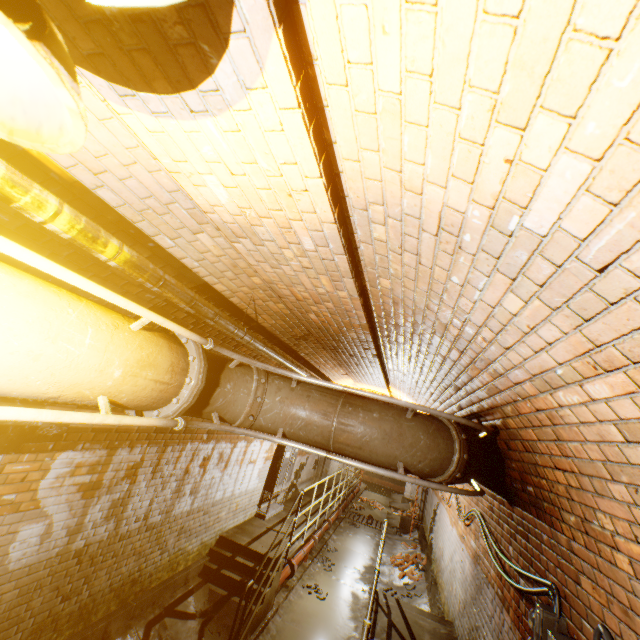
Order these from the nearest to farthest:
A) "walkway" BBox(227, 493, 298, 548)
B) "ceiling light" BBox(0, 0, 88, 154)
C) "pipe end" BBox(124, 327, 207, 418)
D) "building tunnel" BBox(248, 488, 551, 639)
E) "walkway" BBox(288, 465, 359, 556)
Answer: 1. "ceiling light" BBox(0, 0, 88, 154)
2. "pipe end" BBox(124, 327, 207, 418)
3. "building tunnel" BBox(248, 488, 551, 639)
4. "walkway" BBox(227, 493, 298, 548)
5. "walkway" BBox(288, 465, 359, 556)

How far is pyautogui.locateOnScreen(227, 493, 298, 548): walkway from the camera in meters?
6.8

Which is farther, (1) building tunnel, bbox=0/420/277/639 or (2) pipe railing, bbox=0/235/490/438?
(1) building tunnel, bbox=0/420/277/639

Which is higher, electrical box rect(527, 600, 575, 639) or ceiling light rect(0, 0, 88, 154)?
ceiling light rect(0, 0, 88, 154)

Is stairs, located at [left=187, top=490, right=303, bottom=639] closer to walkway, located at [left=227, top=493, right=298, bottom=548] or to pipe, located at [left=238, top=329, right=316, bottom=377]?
walkway, located at [left=227, top=493, right=298, bottom=548]

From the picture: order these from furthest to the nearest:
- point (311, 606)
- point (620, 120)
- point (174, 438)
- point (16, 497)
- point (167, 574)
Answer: point (311, 606) → point (167, 574) → point (174, 438) → point (16, 497) → point (620, 120)

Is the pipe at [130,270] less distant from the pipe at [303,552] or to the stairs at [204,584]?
the stairs at [204,584]

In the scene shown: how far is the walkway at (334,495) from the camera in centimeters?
758cm
